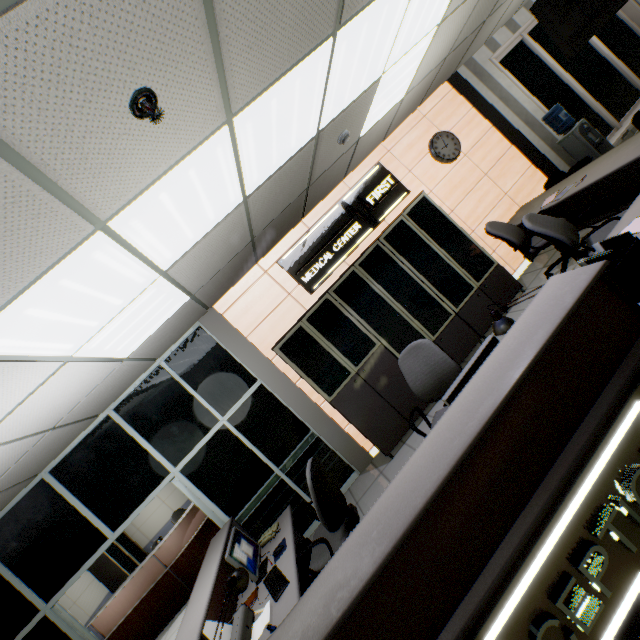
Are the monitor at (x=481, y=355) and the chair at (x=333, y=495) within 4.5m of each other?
yes

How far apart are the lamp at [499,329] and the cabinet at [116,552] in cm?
1097

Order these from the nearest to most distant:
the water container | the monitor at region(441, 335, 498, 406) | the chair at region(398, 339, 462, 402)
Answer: the monitor at region(441, 335, 498, 406)
the chair at region(398, 339, 462, 402)
the water container

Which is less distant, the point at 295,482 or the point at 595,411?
the point at 595,411

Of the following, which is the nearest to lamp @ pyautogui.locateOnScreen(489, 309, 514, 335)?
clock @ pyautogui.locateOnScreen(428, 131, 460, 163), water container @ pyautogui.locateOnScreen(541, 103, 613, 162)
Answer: clock @ pyautogui.locateOnScreen(428, 131, 460, 163)

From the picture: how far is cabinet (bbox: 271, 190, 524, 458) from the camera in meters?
4.3

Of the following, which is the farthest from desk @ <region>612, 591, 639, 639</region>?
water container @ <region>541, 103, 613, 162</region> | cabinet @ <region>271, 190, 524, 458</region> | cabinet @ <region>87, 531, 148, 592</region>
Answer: cabinet @ <region>87, 531, 148, 592</region>

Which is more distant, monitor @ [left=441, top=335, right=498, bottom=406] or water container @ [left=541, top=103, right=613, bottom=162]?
water container @ [left=541, top=103, right=613, bottom=162]
